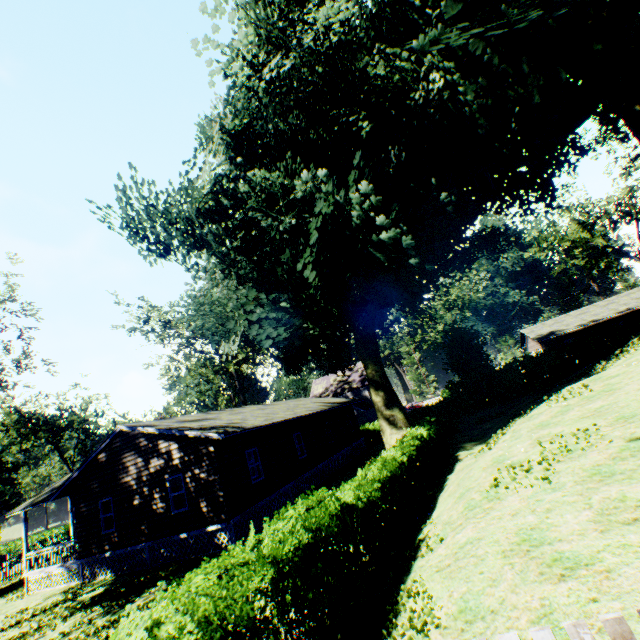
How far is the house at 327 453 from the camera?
14.4 meters

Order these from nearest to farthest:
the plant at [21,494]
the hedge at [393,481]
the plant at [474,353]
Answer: the hedge at [393,481] → the plant at [474,353] → the plant at [21,494]

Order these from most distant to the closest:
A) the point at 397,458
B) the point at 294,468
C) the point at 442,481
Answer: the point at 294,468
the point at 442,481
the point at 397,458

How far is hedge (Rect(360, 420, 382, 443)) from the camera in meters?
35.5

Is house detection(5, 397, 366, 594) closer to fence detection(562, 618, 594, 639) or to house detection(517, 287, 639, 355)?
fence detection(562, 618, 594, 639)

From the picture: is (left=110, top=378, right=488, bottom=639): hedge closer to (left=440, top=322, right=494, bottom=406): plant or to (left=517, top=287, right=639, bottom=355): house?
(left=440, top=322, right=494, bottom=406): plant

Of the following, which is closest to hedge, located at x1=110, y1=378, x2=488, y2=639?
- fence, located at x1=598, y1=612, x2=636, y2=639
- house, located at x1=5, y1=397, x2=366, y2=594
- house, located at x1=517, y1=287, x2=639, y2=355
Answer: fence, located at x1=598, y1=612, x2=636, y2=639

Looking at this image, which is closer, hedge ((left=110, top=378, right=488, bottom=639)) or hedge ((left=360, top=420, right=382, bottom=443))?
hedge ((left=110, top=378, right=488, bottom=639))
